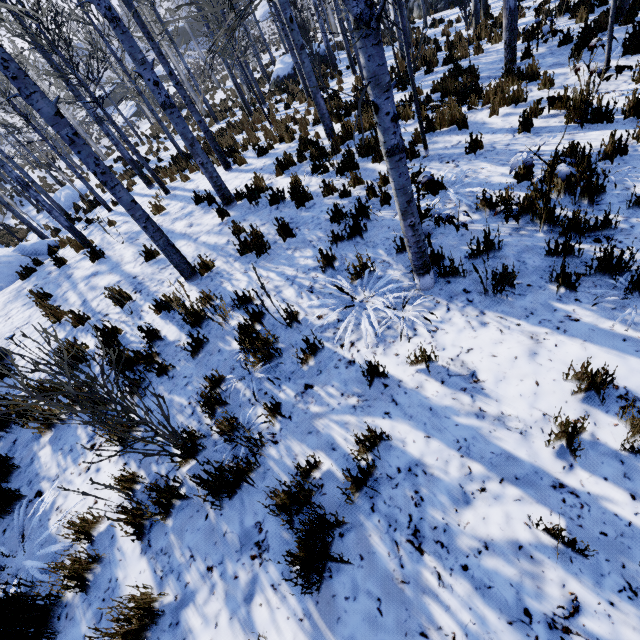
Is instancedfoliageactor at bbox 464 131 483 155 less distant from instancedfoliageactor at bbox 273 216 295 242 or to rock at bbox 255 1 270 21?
instancedfoliageactor at bbox 273 216 295 242

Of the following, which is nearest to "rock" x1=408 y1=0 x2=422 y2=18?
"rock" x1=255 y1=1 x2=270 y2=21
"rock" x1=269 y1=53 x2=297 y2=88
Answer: "rock" x1=269 y1=53 x2=297 y2=88

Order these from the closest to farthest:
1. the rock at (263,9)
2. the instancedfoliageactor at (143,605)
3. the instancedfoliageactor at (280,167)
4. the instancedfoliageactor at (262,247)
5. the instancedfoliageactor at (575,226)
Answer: the instancedfoliageactor at (143,605), the instancedfoliageactor at (575,226), the instancedfoliageactor at (262,247), the instancedfoliageactor at (280,167), the rock at (263,9)

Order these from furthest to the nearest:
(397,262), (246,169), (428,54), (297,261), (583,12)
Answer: (428,54)
(246,169)
(583,12)
(297,261)
(397,262)

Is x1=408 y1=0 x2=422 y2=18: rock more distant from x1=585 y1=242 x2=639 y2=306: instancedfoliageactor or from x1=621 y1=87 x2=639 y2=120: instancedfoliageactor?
x1=585 y1=242 x2=639 y2=306: instancedfoliageactor

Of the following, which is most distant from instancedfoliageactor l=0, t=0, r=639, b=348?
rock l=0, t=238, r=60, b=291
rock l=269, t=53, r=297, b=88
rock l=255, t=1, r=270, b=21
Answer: rock l=255, t=1, r=270, b=21

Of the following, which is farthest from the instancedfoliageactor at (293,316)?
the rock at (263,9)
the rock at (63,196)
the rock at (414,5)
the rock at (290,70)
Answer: the rock at (263,9)

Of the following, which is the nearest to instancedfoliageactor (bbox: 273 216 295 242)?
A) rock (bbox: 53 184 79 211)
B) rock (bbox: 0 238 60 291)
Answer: rock (bbox: 0 238 60 291)
